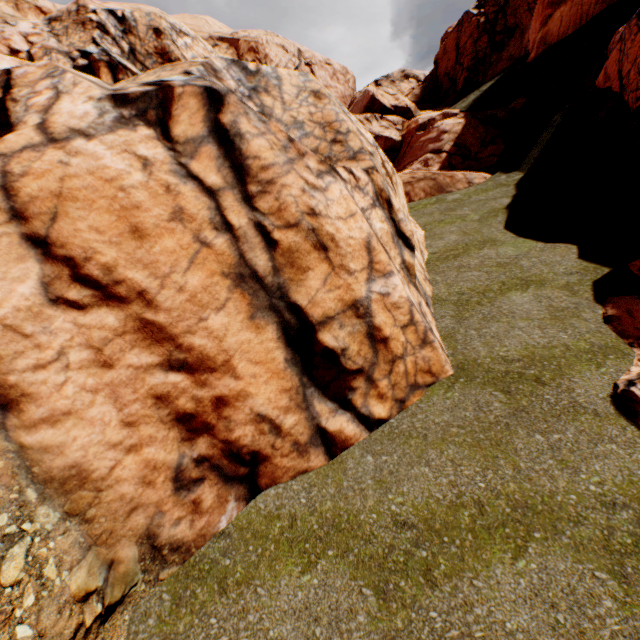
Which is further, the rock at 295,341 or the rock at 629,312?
the rock at 629,312

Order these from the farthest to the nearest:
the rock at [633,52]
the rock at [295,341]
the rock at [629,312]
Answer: the rock at [633,52]
the rock at [629,312]
the rock at [295,341]

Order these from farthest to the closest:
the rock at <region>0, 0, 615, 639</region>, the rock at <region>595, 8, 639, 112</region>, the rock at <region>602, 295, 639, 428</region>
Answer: the rock at <region>595, 8, 639, 112</region> → the rock at <region>602, 295, 639, 428</region> → the rock at <region>0, 0, 615, 639</region>

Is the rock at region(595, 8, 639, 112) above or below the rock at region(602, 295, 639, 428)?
above

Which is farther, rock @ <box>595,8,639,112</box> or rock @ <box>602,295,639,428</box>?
rock @ <box>595,8,639,112</box>

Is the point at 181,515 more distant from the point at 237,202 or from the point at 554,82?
the point at 554,82
